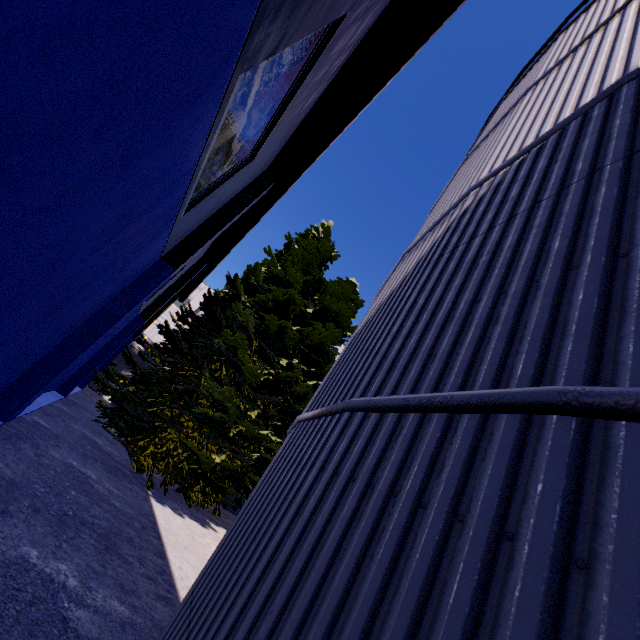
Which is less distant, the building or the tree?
the building

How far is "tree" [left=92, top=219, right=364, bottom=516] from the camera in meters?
10.5

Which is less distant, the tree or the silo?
the silo

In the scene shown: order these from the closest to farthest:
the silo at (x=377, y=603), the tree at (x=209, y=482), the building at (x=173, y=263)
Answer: the silo at (x=377, y=603) < the building at (x=173, y=263) < the tree at (x=209, y=482)

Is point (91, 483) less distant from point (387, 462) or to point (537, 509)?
point (387, 462)

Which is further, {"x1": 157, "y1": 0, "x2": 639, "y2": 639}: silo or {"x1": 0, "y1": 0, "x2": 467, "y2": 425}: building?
{"x1": 0, "y1": 0, "x2": 467, "y2": 425}: building

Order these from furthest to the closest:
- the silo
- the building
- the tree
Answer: the tree < the building < the silo

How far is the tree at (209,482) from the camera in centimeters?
1054cm
